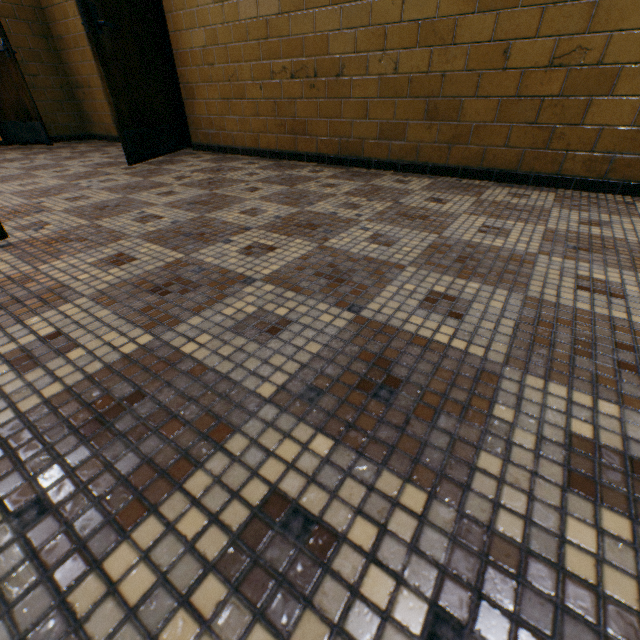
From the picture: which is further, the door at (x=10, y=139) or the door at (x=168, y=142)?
the door at (x=10, y=139)

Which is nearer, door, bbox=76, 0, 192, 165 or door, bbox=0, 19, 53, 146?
door, bbox=76, 0, 192, 165

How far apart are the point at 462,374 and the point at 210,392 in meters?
0.6
